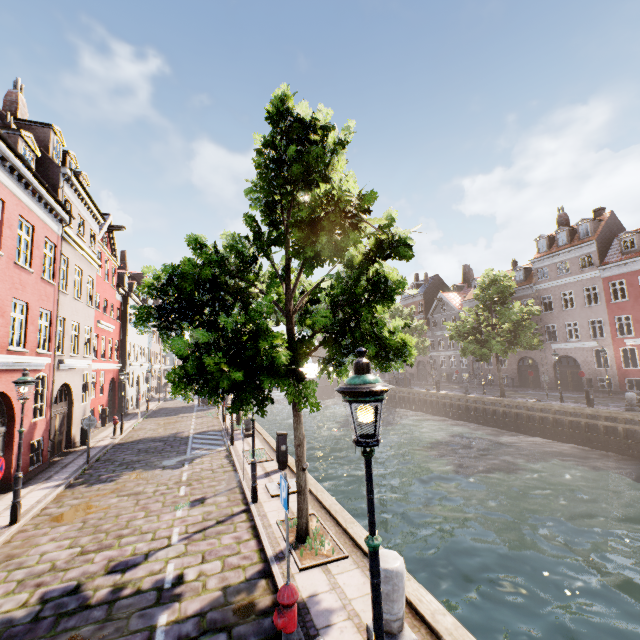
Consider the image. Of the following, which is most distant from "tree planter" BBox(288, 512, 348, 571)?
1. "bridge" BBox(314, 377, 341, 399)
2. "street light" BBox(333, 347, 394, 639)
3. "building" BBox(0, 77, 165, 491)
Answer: "bridge" BBox(314, 377, 341, 399)

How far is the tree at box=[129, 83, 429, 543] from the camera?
5.34m

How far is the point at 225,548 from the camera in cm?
695

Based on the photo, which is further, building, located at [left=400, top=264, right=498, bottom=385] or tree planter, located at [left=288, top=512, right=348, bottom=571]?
building, located at [left=400, top=264, right=498, bottom=385]

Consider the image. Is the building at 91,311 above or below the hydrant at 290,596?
above

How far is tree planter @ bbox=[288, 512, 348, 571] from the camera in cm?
606

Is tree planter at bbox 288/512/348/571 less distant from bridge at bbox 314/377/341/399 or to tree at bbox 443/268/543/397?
tree at bbox 443/268/543/397

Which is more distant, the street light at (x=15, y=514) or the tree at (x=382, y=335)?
the street light at (x=15, y=514)
